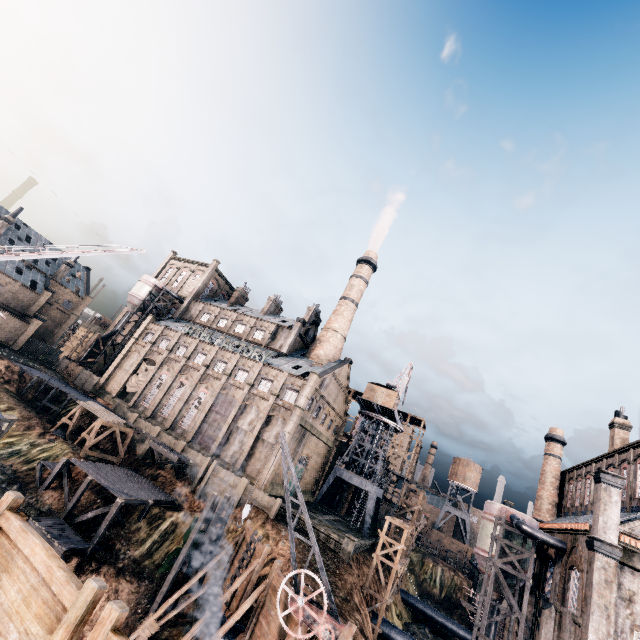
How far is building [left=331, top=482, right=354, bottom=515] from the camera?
57.8m

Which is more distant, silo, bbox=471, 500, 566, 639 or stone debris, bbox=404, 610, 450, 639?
stone debris, bbox=404, 610, 450, 639

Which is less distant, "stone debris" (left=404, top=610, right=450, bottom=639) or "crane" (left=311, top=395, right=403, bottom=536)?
"stone debris" (left=404, top=610, right=450, bottom=639)

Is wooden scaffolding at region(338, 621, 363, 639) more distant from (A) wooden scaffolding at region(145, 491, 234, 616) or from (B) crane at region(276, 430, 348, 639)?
(A) wooden scaffolding at region(145, 491, 234, 616)

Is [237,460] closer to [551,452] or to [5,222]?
[551,452]

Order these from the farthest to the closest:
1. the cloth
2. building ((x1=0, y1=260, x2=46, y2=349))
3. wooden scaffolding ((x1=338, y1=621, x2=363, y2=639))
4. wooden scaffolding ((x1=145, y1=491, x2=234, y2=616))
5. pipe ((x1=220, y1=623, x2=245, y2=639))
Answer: building ((x1=0, y1=260, x2=46, y2=349)), the cloth, wooden scaffolding ((x1=145, y1=491, x2=234, y2=616)), pipe ((x1=220, y1=623, x2=245, y2=639)), wooden scaffolding ((x1=338, y1=621, x2=363, y2=639))

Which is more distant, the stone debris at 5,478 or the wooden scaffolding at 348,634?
the stone debris at 5,478

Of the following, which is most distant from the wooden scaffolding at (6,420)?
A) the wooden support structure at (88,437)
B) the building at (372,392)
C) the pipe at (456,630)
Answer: the pipe at (456,630)
